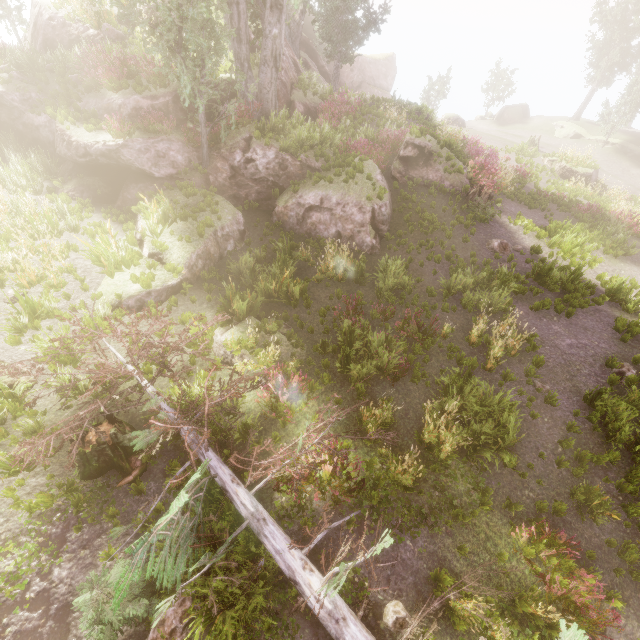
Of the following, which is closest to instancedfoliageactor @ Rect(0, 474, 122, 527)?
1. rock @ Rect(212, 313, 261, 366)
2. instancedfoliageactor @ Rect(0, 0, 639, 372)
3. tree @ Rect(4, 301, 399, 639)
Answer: tree @ Rect(4, 301, 399, 639)

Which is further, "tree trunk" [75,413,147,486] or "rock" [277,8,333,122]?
"rock" [277,8,333,122]

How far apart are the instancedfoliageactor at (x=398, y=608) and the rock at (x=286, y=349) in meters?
5.4 m

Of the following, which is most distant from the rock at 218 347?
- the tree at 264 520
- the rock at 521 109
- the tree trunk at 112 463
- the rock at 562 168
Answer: the rock at 521 109

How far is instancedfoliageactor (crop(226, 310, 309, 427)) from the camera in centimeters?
777cm

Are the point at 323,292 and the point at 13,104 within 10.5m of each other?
no

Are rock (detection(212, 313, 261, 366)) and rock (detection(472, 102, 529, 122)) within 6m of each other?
no

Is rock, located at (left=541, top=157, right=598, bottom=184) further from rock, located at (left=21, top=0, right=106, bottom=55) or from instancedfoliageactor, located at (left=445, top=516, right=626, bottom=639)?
rock, located at (left=21, top=0, right=106, bottom=55)
